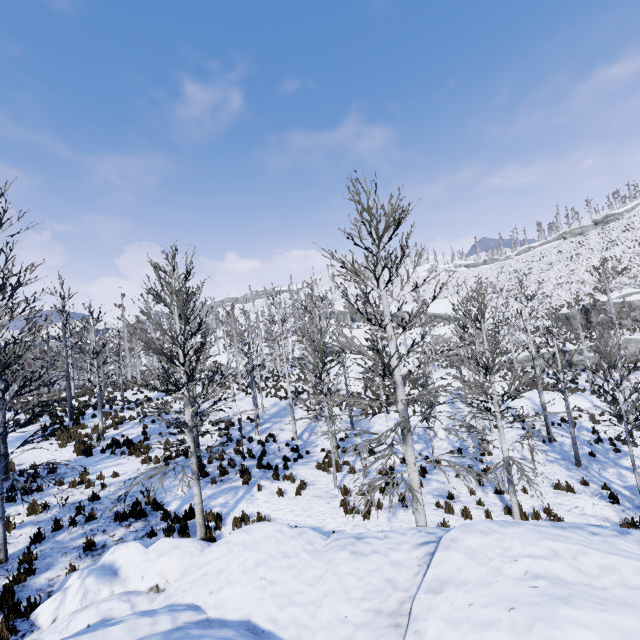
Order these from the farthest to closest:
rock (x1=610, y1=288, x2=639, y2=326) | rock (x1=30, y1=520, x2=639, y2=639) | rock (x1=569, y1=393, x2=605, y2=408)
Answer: rock (x1=610, y1=288, x2=639, y2=326), rock (x1=569, y1=393, x2=605, y2=408), rock (x1=30, y1=520, x2=639, y2=639)

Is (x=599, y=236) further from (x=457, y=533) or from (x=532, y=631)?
(x=532, y=631)

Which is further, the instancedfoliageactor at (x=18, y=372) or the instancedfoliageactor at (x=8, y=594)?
the instancedfoliageactor at (x=18, y=372)

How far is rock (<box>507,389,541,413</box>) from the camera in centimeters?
2205cm

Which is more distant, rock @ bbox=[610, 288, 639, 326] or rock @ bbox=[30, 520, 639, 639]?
rock @ bbox=[610, 288, 639, 326]

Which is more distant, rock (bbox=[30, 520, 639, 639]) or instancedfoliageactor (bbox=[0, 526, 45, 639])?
instancedfoliageactor (bbox=[0, 526, 45, 639])

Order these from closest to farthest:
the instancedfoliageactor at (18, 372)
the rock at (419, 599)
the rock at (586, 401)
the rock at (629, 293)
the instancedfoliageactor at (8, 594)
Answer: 1. the rock at (419, 599)
2. the instancedfoliageactor at (8, 594)
3. the instancedfoliageactor at (18, 372)
4. the rock at (586, 401)
5. the rock at (629, 293)
